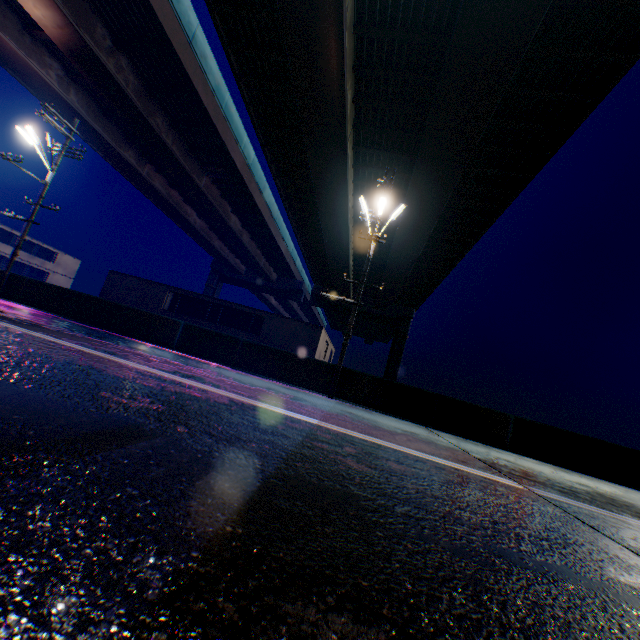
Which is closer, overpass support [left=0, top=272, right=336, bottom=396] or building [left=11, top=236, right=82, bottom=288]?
overpass support [left=0, top=272, right=336, bottom=396]

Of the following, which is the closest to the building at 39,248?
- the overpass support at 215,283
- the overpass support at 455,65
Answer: the overpass support at 455,65

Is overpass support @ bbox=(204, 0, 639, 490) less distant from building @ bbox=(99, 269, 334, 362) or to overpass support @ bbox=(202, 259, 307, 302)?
overpass support @ bbox=(202, 259, 307, 302)

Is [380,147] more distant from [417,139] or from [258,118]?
[258,118]

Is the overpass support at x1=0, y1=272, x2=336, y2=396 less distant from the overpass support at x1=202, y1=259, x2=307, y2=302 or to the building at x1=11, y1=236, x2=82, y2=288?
the overpass support at x1=202, y1=259, x2=307, y2=302

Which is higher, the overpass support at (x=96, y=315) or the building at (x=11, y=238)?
the building at (x=11, y=238)

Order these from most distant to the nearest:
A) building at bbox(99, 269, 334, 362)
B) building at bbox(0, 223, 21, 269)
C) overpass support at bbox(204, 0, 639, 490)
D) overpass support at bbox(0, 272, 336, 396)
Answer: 1. building at bbox(0, 223, 21, 269)
2. building at bbox(99, 269, 334, 362)
3. overpass support at bbox(0, 272, 336, 396)
4. overpass support at bbox(204, 0, 639, 490)

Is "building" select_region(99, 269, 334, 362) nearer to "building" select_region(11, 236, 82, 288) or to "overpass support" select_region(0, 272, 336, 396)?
"building" select_region(11, 236, 82, 288)
